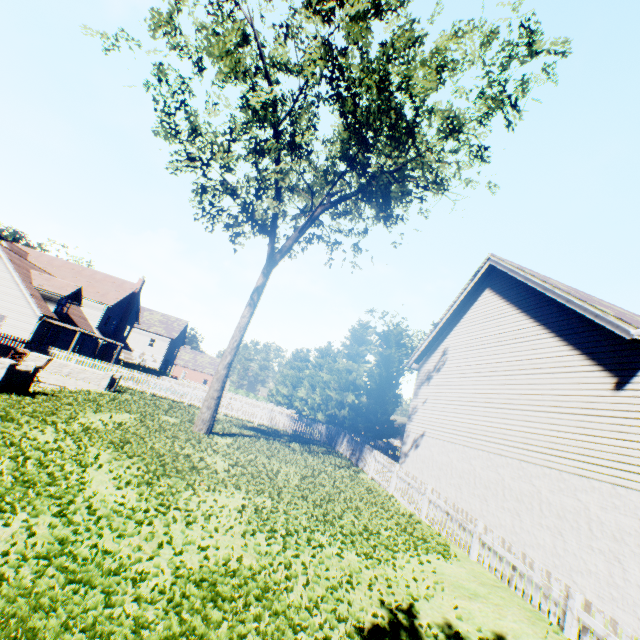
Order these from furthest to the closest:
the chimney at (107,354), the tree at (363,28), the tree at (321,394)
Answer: the chimney at (107,354)
the tree at (321,394)
the tree at (363,28)

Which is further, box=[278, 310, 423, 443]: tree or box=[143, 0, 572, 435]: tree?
box=[278, 310, 423, 443]: tree

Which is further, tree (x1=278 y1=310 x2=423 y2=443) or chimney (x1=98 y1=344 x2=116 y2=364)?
chimney (x1=98 y1=344 x2=116 y2=364)

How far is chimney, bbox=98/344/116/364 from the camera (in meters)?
39.28

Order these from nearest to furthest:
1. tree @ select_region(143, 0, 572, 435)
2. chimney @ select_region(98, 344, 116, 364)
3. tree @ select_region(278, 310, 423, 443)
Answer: tree @ select_region(143, 0, 572, 435) < tree @ select_region(278, 310, 423, 443) < chimney @ select_region(98, 344, 116, 364)

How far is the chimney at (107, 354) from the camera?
39.3 meters

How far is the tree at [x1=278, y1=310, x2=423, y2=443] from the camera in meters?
28.2

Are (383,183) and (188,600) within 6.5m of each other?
no
